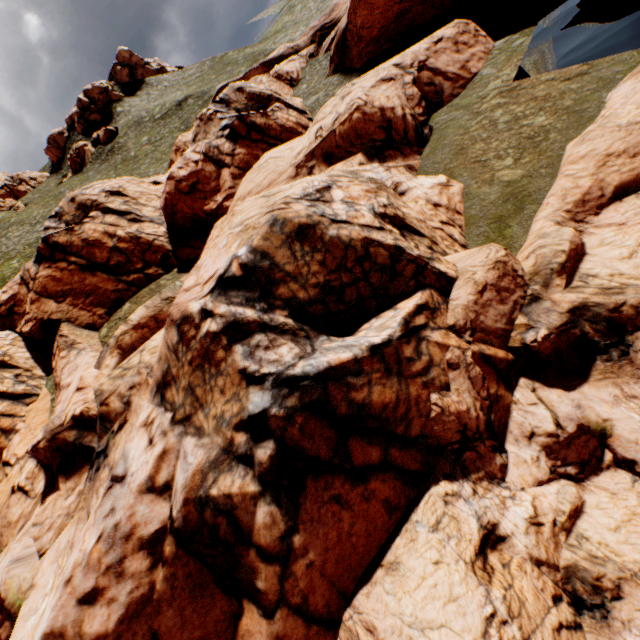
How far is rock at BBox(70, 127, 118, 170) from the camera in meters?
56.2

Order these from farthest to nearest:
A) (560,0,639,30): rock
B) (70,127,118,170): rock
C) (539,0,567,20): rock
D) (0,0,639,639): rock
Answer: (70,127,118,170): rock → (539,0,567,20): rock → (560,0,639,30): rock → (0,0,639,639): rock

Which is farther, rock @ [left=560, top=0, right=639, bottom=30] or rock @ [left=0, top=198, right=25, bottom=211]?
rock @ [left=0, top=198, right=25, bottom=211]

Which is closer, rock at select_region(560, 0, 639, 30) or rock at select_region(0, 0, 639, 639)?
rock at select_region(0, 0, 639, 639)

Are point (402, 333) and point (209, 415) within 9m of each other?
yes

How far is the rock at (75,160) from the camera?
56.25m

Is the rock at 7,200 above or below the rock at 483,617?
above
